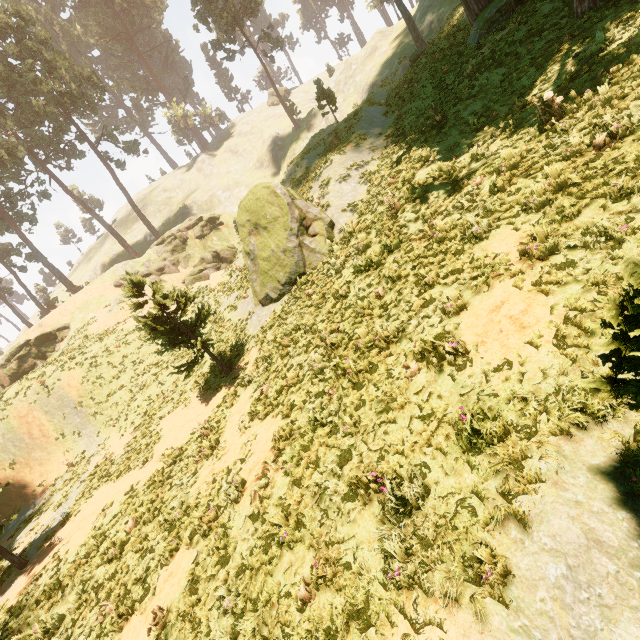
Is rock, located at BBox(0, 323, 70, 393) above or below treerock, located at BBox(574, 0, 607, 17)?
above

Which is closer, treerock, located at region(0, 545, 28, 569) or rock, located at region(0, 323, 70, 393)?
treerock, located at region(0, 545, 28, 569)

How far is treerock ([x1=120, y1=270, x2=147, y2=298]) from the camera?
13.20m

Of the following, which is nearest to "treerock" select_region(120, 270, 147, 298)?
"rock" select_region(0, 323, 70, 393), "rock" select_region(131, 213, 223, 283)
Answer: "rock" select_region(0, 323, 70, 393)

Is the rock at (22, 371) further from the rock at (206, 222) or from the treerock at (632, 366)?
the rock at (206, 222)

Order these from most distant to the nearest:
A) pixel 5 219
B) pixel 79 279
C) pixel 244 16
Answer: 1. pixel 79 279
2. pixel 244 16
3. pixel 5 219

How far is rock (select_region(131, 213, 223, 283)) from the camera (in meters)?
36.97

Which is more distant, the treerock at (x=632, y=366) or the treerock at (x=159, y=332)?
the treerock at (x=159, y=332)
